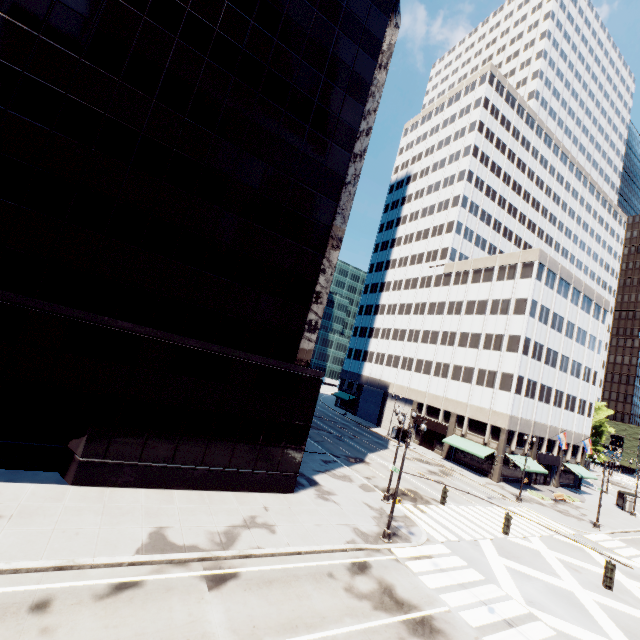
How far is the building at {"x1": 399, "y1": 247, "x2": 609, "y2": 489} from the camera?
44.59m

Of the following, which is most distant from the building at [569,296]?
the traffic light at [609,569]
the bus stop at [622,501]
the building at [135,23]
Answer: the traffic light at [609,569]

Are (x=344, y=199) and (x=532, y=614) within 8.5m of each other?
no

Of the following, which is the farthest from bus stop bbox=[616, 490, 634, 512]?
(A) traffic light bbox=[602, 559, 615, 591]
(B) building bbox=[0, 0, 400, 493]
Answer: (B) building bbox=[0, 0, 400, 493]

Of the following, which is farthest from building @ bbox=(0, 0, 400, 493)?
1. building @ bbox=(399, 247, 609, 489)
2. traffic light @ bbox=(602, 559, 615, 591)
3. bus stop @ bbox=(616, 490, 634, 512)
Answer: bus stop @ bbox=(616, 490, 634, 512)

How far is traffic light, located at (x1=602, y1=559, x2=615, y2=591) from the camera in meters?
11.1

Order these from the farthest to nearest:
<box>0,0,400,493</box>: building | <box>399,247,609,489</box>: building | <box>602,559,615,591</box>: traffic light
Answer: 1. <box>399,247,609,489</box>: building
2. <box>0,0,400,493</box>: building
3. <box>602,559,615,591</box>: traffic light

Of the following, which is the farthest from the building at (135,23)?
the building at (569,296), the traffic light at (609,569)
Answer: the building at (569,296)
